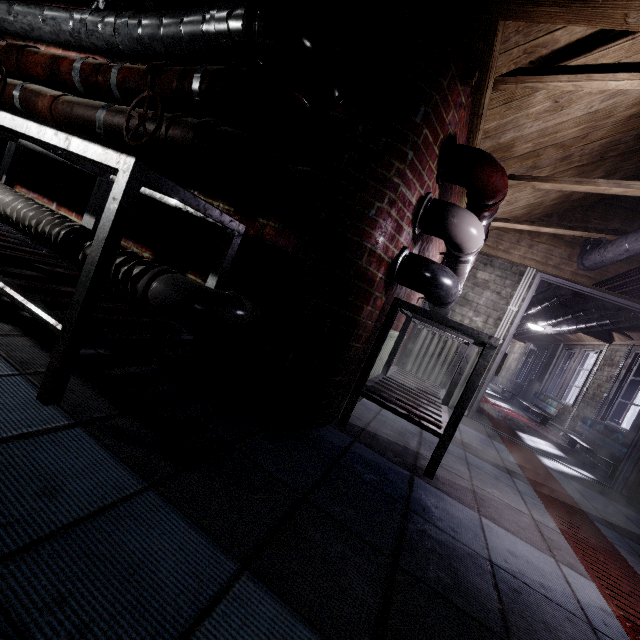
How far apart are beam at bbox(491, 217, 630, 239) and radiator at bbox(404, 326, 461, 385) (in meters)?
1.35

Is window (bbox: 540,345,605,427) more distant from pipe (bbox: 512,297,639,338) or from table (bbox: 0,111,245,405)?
table (bbox: 0,111,245,405)

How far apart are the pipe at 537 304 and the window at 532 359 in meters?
1.6

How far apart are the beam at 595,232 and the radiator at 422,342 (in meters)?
1.35

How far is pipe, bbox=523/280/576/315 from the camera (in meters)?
3.98

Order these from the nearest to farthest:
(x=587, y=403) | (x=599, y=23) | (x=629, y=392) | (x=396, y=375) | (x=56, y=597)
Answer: (x=56, y=597), (x=599, y=23), (x=396, y=375), (x=629, y=392), (x=587, y=403)

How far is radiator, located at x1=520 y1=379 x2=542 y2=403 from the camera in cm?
858

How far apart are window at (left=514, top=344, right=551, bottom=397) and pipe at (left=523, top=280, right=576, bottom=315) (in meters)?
1.57
